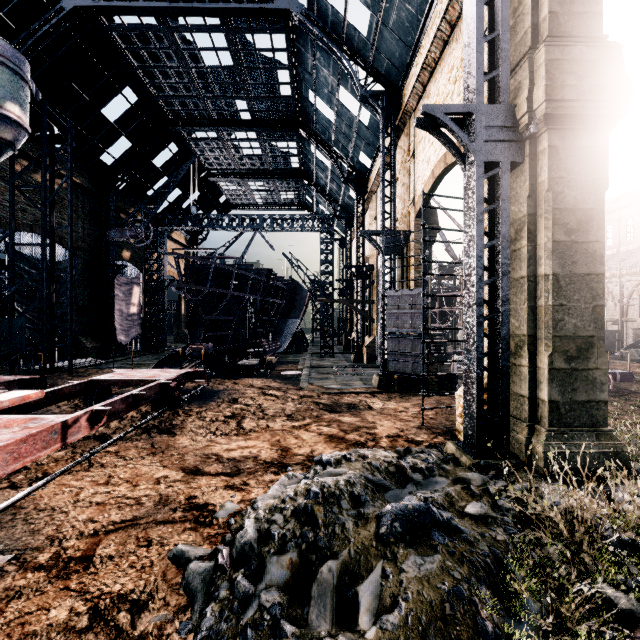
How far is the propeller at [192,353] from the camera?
20.59m

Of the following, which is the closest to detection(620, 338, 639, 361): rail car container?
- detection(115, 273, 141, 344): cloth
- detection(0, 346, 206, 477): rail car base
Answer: detection(0, 346, 206, 477): rail car base

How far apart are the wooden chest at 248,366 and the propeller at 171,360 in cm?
358

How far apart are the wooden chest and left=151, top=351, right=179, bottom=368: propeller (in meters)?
3.58

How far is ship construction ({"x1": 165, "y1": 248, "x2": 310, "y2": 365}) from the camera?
23.73m

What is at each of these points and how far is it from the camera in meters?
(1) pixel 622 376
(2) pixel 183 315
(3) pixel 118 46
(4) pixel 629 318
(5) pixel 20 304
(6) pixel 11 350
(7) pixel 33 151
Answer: (1) rail car, 18.3
(2) building, 54.8
(3) building, 24.0
(4) building, 38.0
(5) cloth, 23.1
(6) rail car, 14.9
(7) building, 25.1

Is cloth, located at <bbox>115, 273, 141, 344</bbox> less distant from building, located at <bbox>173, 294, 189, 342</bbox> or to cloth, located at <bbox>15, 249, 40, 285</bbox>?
building, located at <bbox>173, 294, 189, 342</bbox>

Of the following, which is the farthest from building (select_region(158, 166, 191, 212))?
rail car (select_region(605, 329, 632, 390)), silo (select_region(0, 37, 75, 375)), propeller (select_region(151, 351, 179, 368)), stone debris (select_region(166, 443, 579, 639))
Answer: propeller (select_region(151, 351, 179, 368))
